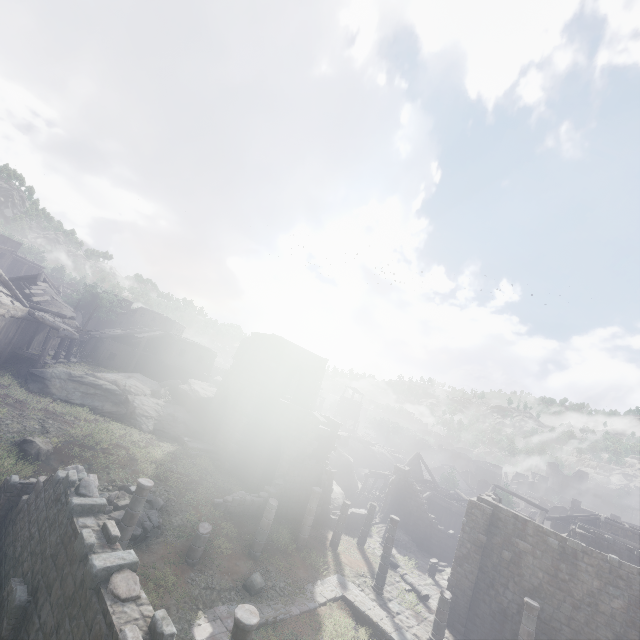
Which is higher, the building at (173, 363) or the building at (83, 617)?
the building at (173, 363)

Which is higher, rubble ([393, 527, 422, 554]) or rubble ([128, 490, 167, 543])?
rubble ([128, 490, 167, 543])

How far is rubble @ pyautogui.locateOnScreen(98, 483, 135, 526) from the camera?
13.3 meters

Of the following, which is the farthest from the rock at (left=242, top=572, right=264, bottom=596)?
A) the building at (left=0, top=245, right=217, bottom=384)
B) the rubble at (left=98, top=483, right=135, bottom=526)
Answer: the rubble at (left=98, top=483, right=135, bottom=526)

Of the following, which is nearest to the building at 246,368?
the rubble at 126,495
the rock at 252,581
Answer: the rubble at 126,495

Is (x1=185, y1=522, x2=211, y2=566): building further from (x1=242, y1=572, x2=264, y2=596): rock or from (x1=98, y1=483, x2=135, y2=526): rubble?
(x1=242, y1=572, x2=264, y2=596): rock

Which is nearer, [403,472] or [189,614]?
[189,614]

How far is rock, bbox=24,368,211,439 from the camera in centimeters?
2192cm
